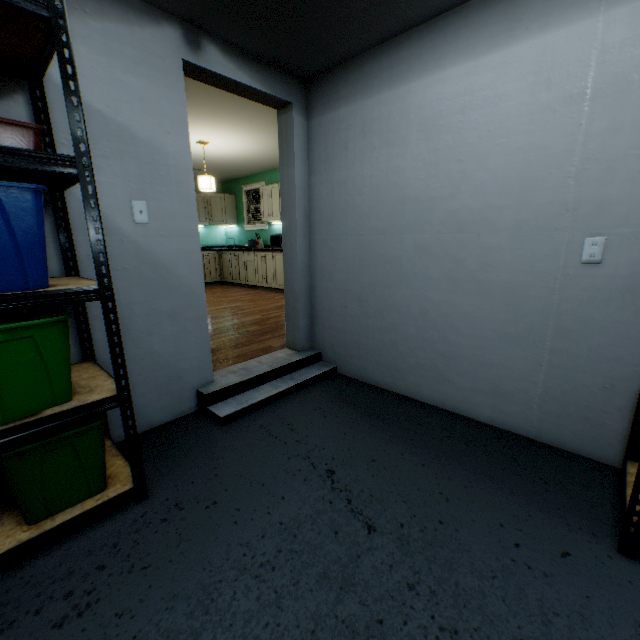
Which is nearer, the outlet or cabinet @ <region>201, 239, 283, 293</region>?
the outlet

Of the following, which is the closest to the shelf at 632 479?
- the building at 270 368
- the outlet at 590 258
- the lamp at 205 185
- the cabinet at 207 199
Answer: the outlet at 590 258

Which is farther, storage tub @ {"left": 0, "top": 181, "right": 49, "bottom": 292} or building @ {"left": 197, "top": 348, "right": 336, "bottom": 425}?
building @ {"left": 197, "top": 348, "right": 336, "bottom": 425}

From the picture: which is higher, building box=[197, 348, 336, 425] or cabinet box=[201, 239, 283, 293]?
cabinet box=[201, 239, 283, 293]

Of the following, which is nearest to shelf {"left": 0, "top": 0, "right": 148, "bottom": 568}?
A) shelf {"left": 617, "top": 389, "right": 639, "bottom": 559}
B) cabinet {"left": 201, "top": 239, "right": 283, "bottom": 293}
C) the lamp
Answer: shelf {"left": 617, "top": 389, "right": 639, "bottom": 559}

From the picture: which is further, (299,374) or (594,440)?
(299,374)

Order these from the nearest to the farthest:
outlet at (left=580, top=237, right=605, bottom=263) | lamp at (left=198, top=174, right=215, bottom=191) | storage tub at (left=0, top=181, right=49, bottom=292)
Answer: storage tub at (left=0, top=181, right=49, bottom=292) → outlet at (left=580, top=237, right=605, bottom=263) → lamp at (left=198, top=174, right=215, bottom=191)

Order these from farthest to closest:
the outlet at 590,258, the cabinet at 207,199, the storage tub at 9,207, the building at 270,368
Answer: the cabinet at 207,199 < the building at 270,368 < the outlet at 590,258 < the storage tub at 9,207
